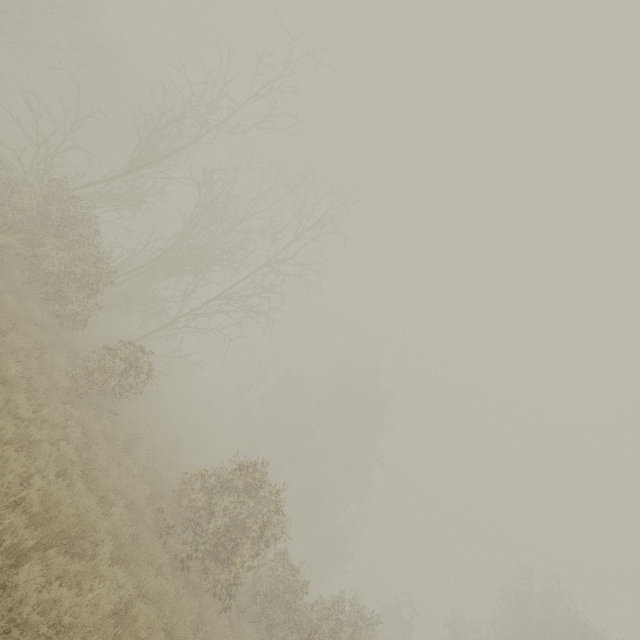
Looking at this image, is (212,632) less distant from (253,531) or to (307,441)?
(253,531)
